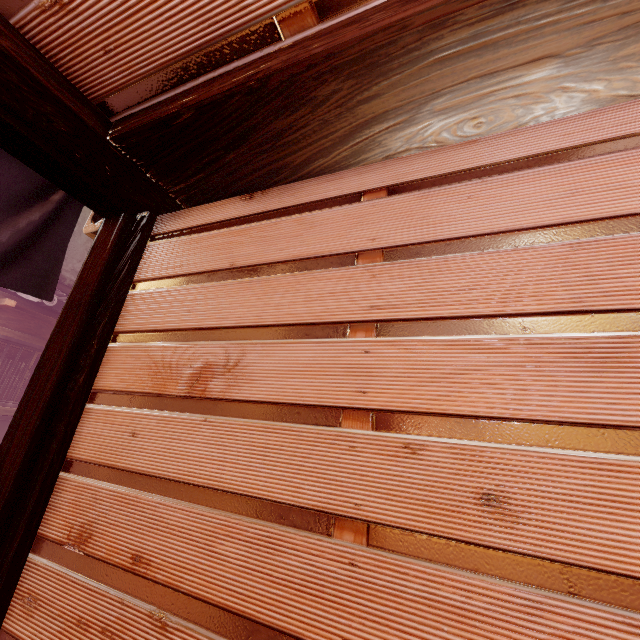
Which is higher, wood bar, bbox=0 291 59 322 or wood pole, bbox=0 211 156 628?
wood bar, bbox=0 291 59 322

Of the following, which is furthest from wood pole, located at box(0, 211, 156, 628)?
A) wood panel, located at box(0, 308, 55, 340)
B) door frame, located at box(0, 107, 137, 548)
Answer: wood panel, located at box(0, 308, 55, 340)

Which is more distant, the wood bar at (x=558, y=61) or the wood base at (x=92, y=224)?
the wood base at (x=92, y=224)

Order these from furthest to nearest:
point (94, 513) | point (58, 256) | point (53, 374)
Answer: point (58, 256)
point (53, 374)
point (94, 513)

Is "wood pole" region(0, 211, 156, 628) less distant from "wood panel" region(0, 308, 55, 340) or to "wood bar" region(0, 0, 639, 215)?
"wood bar" region(0, 0, 639, 215)

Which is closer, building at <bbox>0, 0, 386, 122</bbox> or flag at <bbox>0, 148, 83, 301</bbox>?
building at <bbox>0, 0, 386, 122</bbox>

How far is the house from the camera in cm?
1336

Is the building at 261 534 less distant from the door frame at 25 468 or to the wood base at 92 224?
the door frame at 25 468
